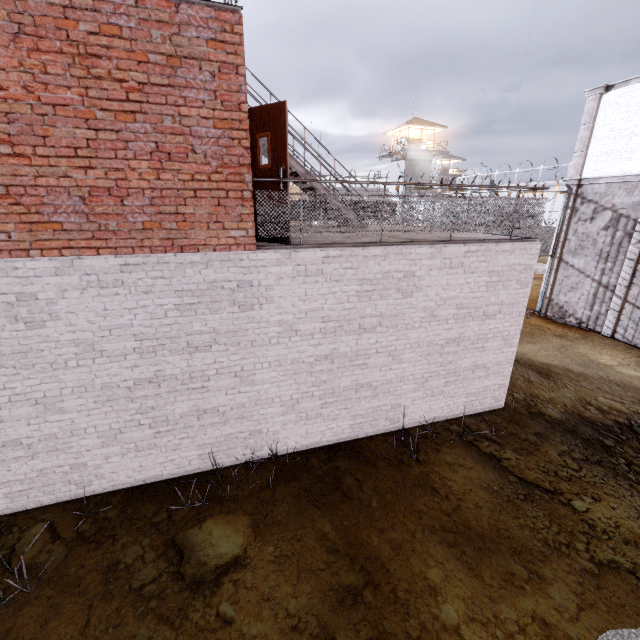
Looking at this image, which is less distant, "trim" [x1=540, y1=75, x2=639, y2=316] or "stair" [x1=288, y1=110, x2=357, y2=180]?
"stair" [x1=288, y1=110, x2=357, y2=180]

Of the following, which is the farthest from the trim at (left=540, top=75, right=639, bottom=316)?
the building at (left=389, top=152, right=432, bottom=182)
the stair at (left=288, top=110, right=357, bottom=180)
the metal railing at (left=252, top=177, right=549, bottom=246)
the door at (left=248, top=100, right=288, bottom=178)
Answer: the building at (left=389, top=152, right=432, bottom=182)

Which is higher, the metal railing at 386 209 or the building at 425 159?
the building at 425 159

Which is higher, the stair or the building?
the building

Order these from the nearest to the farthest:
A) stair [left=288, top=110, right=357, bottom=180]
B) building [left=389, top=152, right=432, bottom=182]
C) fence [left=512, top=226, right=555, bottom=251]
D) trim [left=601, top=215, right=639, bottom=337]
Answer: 1. stair [left=288, top=110, right=357, bottom=180]
2. trim [left=601, top=215, right=639, bottom=337]
3. fence [left=512, top=226, right=555, bottom=251]
4. building [left=389, top=152, right=432, bottom=182]

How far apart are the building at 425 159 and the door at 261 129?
42.7 meters

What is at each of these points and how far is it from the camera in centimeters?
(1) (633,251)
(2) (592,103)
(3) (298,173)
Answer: (1) trim, 1187cm
(2) trim, 1270cm
(3) stair, 915cm

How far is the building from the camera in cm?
4259
